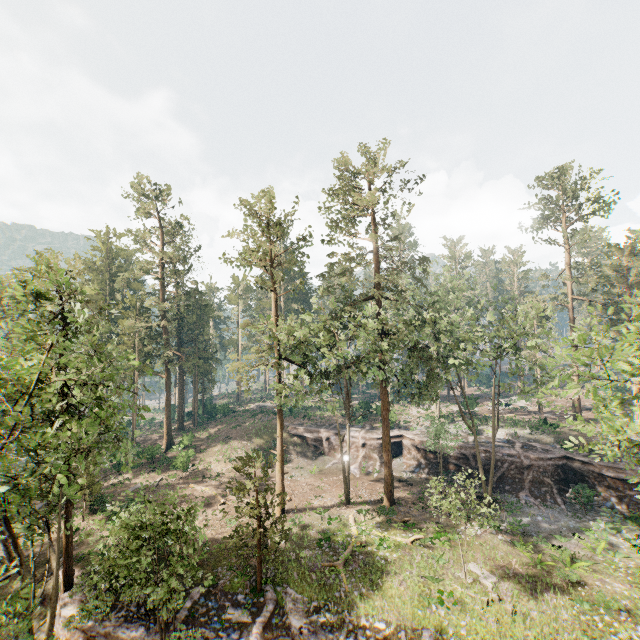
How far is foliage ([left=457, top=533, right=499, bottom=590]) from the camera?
19.0 meters

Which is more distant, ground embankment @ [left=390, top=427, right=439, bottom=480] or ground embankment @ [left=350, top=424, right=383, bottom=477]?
ground embankment @ [left=350, top=424, right=383, bottom=477]

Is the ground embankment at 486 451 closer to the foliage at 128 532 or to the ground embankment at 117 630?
the foliage at 128 532

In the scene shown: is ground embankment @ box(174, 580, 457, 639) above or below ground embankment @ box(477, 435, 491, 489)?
below

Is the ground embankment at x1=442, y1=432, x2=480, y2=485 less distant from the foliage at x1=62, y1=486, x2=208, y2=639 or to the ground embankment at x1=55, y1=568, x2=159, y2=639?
the foliage at x1=62, y1=486, x2=208, y2=639

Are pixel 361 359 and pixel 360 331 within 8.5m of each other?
yes

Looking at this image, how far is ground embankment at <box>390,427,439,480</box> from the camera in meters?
35.2 m

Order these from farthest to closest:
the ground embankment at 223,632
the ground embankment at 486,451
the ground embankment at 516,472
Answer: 1. the ground embankment at 486,451
2. the ground embankment at 516,472
3. the ground embankment at 223,632
